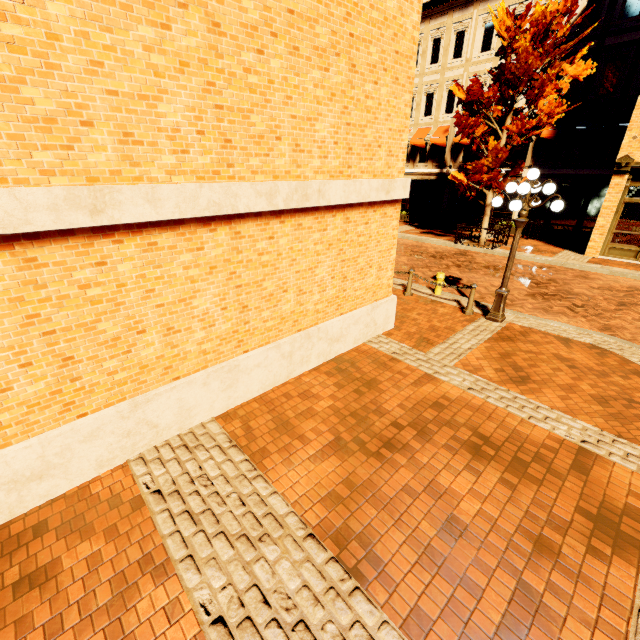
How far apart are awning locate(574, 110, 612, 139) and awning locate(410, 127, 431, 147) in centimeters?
876cm

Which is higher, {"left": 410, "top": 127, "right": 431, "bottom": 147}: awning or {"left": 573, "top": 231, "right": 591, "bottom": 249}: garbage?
{"left": 410, "top": 127, "right": 431, "bottom": 147}: awning

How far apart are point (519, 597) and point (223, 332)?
4.63m

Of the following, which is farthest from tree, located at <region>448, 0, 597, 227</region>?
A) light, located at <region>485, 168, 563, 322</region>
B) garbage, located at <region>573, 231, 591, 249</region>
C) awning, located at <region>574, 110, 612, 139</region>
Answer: light, located at <region>485, 168, 563, 322</region>

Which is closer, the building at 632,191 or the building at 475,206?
the building at 632,191

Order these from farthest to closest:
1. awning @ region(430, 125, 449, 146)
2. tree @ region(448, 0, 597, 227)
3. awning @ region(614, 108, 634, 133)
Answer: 1. awning @ region(430, 125, 449, 146)
2. awning @ region(614, 108, 634, 133)
3. tree @ region(448, 0, 597, 227)

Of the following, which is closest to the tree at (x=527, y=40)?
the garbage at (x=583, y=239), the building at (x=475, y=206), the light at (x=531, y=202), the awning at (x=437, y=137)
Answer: the building at (x=475, y=206)

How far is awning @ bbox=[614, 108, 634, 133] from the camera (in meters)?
15.33
